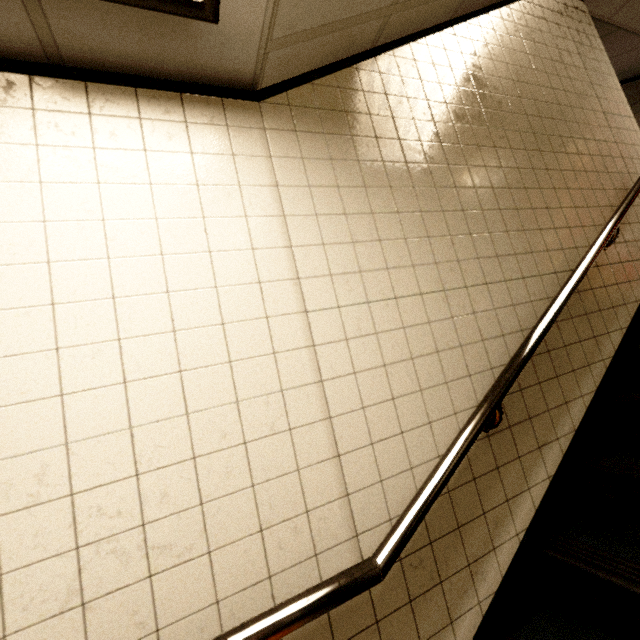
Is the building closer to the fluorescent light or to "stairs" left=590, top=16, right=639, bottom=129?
"stairs" left=590, top=16, right=639, bottom=129

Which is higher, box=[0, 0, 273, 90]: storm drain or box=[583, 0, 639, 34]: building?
box=[583, 0, 639, 34]: building

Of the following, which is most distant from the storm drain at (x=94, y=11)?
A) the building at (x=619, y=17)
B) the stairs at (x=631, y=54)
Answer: the building at (x=619, y=17)

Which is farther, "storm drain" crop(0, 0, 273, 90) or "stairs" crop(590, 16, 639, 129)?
"stairs" crop(590, 16, 639, 129)

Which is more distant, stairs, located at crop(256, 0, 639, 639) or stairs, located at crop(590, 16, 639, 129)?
stairs, located at crop(590, 16, 639, 129)

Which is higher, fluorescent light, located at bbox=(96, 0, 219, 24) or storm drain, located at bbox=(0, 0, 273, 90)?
storm drain, located at bbox=(0, 0, 273, 90)

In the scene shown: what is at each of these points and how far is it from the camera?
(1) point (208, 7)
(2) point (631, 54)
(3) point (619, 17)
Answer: (1) fluorescent light, 1.1m
(2) stairs, 4.2m
(3) building, 3.4m
